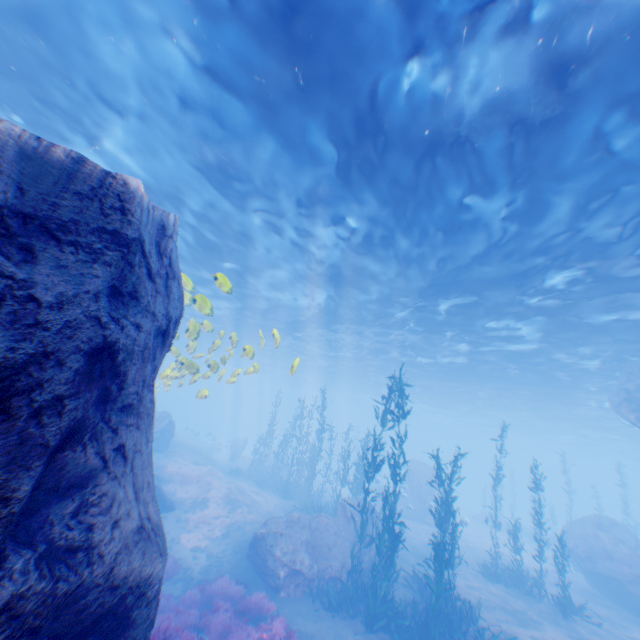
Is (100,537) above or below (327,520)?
above

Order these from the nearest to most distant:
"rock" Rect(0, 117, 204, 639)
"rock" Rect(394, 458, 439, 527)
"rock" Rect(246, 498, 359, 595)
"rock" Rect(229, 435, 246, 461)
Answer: "rock" Rect(0, 117, 204, 639), "rock" Rect(246, 498, 359, 595), "rock" Rect(394, 458, 439, 527), "rock" Rect(229, 435, 246, 461)

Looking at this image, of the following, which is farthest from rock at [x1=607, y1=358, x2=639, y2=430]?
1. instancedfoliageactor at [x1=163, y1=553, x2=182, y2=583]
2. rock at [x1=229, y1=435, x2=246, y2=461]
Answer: rock at [x1=229, y1=435, x2=246, y2=461]

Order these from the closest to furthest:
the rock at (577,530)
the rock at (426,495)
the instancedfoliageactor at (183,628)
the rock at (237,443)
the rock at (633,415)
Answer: the instancedfoliageactor at (183,628) → the rock at (577,530) → the rock at (633,415) → the rock at (426,495) → the rock at (237,443)

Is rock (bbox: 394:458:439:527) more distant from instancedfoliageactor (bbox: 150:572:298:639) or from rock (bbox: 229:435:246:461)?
rock (bbox: 229:435:246:461)

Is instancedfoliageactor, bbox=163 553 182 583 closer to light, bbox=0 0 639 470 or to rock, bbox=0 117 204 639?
rock, bbox=0 117 204 639

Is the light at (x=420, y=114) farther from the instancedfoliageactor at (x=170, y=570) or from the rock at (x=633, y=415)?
the instancedfoliageactor at (x=170, y=570)
